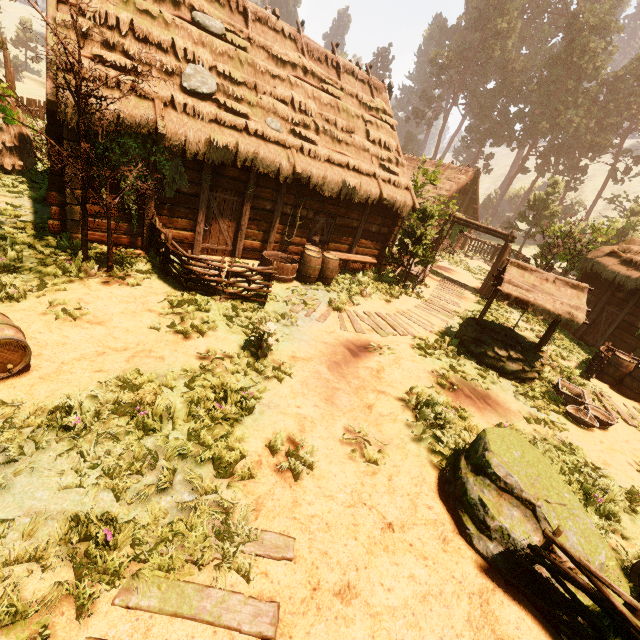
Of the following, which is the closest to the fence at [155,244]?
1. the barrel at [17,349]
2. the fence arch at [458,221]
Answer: the barrel at [17,349]

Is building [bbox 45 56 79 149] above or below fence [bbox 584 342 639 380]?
above

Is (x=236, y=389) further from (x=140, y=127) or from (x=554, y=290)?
(x=554, y=290)

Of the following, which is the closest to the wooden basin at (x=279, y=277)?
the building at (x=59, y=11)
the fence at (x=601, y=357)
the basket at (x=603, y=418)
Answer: the building at (x=59, y=11)

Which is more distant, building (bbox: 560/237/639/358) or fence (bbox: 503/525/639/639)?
building (bbox: 560/237/639/358)

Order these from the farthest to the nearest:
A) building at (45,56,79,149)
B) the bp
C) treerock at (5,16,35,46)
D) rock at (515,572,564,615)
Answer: treerock at (5,16,35,46) → the bp → building at (45,56,79,149) → rock at (515,572,564,615)

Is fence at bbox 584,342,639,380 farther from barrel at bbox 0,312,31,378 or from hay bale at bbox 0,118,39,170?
hay bale at bbox 0,118,39,170

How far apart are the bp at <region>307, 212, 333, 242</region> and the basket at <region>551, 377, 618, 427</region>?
9.07m
